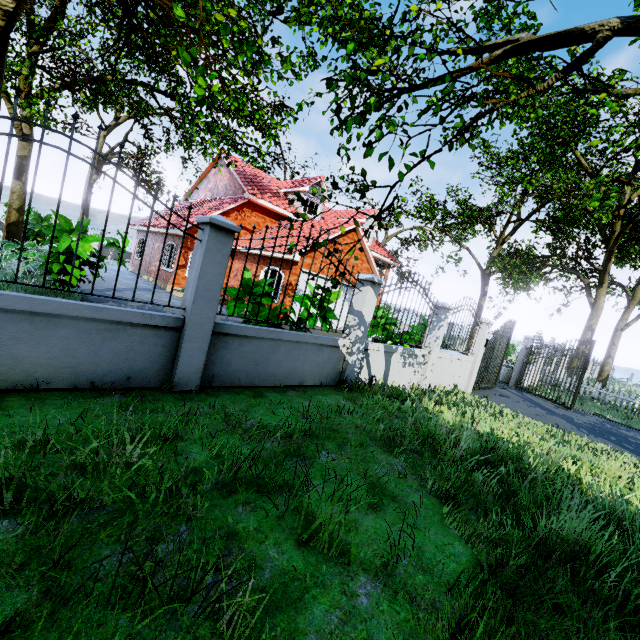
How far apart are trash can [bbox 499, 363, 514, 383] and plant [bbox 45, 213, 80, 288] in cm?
1705

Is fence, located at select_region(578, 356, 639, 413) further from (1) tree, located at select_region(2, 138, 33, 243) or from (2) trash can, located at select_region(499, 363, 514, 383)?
(2) trash can, located at select_region(499, 363, 514, 383)

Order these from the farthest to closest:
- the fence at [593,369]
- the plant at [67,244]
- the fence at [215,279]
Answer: the fence at [593,369] → the plant at [67,244] → the fence at [215,279]

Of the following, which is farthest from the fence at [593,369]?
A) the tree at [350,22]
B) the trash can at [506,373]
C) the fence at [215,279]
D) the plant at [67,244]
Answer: the plant at [67,244]

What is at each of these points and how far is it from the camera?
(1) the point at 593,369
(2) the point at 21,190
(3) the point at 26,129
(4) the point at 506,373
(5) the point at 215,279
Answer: (1) fence, 33.28m
(2) tree, 13.77m
(3) tree, 13.50m
(4) trash can, 16.27m
(5) fence, 4.16m

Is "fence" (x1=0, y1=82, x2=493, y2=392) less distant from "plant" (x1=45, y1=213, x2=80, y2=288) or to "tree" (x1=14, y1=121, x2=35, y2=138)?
"plant" (x1=45, y1=213, x2=80, y2=288)

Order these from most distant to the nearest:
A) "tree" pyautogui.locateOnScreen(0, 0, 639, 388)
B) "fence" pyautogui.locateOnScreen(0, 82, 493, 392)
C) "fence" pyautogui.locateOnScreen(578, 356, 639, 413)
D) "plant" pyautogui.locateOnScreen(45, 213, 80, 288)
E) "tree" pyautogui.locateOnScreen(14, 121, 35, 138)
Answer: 1. "fence" pyautogui.locateOnScreen(578, 356, 639, 413)
2. "tree" pyautogui.locateOnScreen(14, 121, 35, 138)
3. "plant" pyautogui.locateOnScreen(45, 213, 80, 288)
4. "fence" pyautogui.locateOnScreen(0, 82, 493, 392)
5. "tree" pyautogui.locateOnScreen(0, 0, 639, 388)

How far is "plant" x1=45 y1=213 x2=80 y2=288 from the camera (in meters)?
7.80
